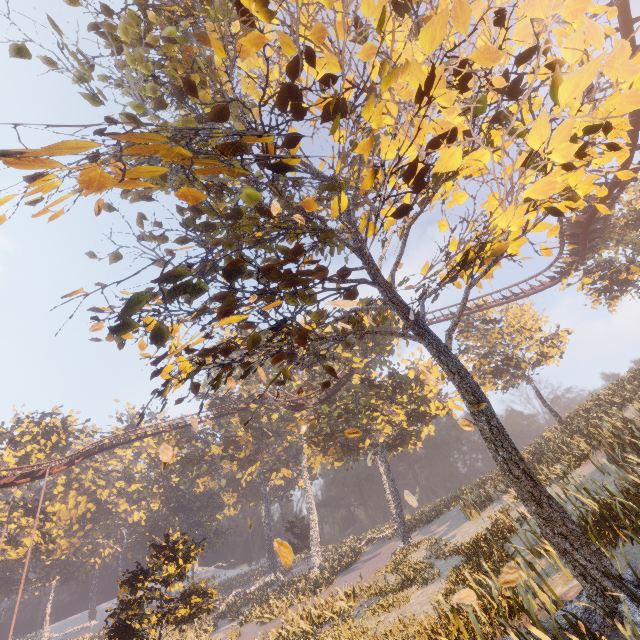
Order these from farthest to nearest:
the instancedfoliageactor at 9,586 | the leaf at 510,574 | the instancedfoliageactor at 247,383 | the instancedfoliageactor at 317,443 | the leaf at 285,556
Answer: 1. the instancedfoliageactor at 247,383
2. the instancedfoliageactor at 9,586
3. the instancedfoliageactor at 317,443
4. the leaf at 510,574
5. the leaf at 285,556

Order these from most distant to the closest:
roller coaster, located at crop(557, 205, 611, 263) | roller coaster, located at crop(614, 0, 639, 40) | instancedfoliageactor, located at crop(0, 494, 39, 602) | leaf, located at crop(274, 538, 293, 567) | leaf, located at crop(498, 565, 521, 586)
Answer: instancedfoliageactor, located at crop(0, 494, 39, 602) < roller coaster, located at crop(557, 205, 611, 263) < roller coaster, located at crop(614, 0, 639, 40) < leaf, located at crop(498, 565, 521, 586) < leaf, located at crop(274, 538, 293, 567)

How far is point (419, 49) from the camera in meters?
4.7 m

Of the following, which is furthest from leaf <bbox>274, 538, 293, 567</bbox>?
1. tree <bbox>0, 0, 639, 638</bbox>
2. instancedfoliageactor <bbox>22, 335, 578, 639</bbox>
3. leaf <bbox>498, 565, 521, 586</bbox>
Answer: instancedfoliageactor <bbox>22, 335, 578, 639</bbox>

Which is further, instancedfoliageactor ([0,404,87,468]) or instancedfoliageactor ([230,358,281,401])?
instancedfoliageactor ([230,358,281,401])

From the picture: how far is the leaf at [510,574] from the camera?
5.5m

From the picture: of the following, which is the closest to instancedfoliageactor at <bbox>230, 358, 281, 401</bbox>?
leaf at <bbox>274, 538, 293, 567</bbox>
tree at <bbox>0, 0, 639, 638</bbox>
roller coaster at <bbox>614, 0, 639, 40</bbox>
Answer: roller coaster at <bbox>614, 0, 639, 40</bbox>
